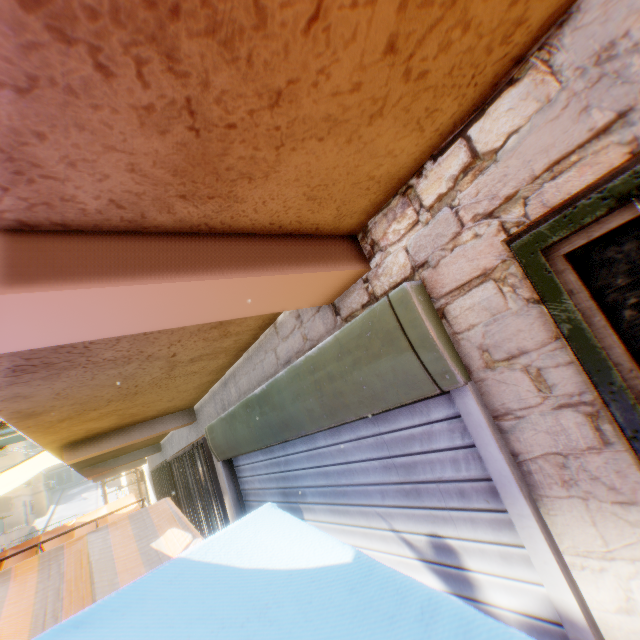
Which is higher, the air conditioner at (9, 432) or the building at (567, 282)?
the air conditioner at (9, 432)

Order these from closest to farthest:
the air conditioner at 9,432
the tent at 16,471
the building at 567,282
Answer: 1. the building at 567,282
2. the air conditioner at 9,432
3. the tent at 16,471

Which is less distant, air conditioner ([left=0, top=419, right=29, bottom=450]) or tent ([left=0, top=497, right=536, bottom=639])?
tent ([left=0, top=497, right=536, bottom=639])

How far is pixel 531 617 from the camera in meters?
1.1

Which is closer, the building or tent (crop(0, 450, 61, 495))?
the building

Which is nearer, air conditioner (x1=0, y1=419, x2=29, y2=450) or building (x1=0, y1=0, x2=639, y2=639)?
building (x1=0, y1=0, x2=639, y2=639)

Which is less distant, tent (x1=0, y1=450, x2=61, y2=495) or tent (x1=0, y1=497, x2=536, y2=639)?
tent (x1=0, y1=497, x2=536, y2=639)

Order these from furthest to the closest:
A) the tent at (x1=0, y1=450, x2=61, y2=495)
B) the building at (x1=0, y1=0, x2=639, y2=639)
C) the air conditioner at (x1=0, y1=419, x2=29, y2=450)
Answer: the tent at (x1=0, y1=450, x2=61, y2=495) → the air conditioner at (x1=0, y1=419, x2=29, y2=450) → the building at (x1=0, y1=0, x2=639, y2=639)
